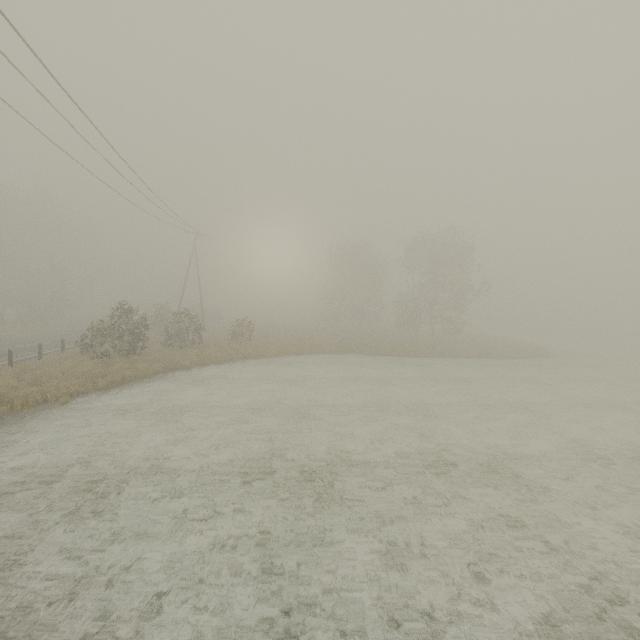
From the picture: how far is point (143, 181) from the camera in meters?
16.4 m
